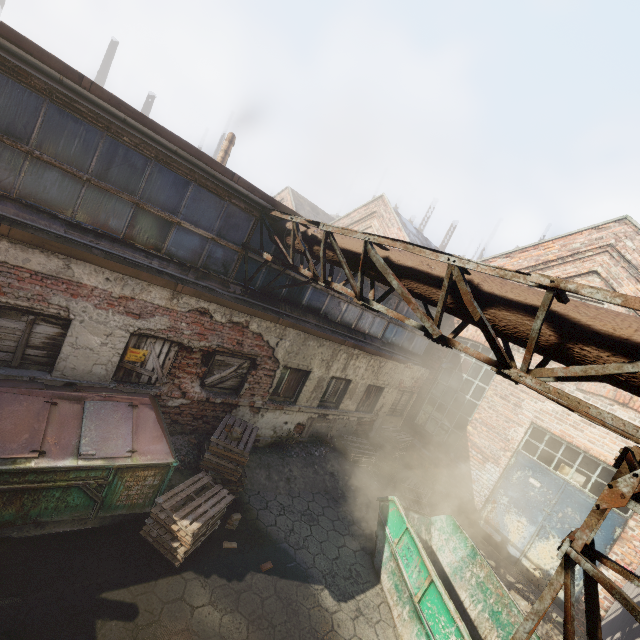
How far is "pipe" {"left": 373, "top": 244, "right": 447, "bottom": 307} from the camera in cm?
405

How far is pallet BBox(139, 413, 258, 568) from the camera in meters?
5.2 m

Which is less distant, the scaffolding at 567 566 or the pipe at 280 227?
the scaffolding at 567 566

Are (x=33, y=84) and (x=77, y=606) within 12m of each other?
yes

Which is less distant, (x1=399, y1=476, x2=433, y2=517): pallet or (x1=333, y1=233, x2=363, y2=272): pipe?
(x1=333, y1=233, x2=363, y2=272): pipe

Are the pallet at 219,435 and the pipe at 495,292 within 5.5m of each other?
yes

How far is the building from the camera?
39.7m

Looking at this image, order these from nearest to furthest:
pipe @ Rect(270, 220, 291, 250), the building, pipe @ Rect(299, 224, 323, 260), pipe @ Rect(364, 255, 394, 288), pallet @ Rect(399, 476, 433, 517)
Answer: pipe @ Rect(364, 255, 394, 288) < pipe @ Rect(299, 224, 323, 260) < pipe @ Rect(270, 220, 291, 250) < pallet @ Rect(399, 476, 433, 517) < the building
